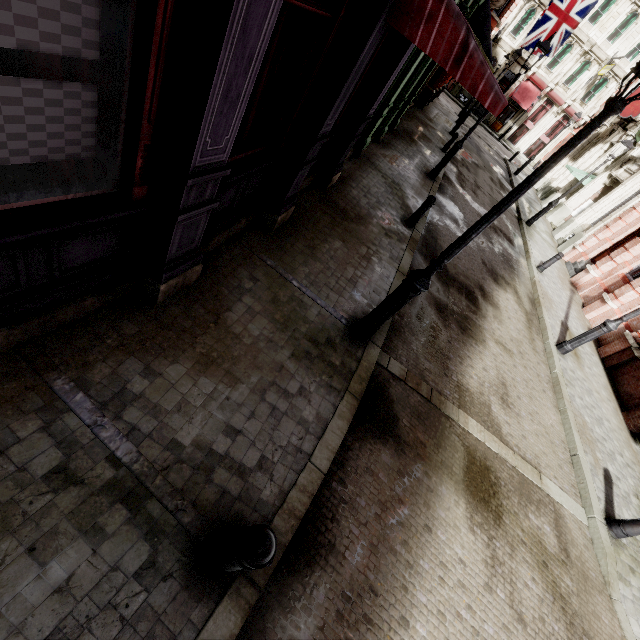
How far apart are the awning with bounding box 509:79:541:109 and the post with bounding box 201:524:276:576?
44.6 meters

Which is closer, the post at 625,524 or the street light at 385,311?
the street light at 385,311

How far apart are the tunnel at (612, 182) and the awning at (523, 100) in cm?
2127

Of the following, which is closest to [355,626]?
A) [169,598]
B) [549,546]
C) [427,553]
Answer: [427,553]

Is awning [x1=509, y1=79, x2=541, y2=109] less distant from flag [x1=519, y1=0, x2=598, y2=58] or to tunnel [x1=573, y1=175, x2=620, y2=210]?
flag [x1=519, y1=0, x2=598, y2=58]

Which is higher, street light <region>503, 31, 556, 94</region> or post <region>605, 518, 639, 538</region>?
street light <region>503, 31, 556, 94</region>

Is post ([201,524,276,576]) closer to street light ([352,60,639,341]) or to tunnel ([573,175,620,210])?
street light ([352,60,639,341])

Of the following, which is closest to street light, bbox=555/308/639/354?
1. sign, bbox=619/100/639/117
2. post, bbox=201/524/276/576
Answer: post, bbox=201/524/276/576
